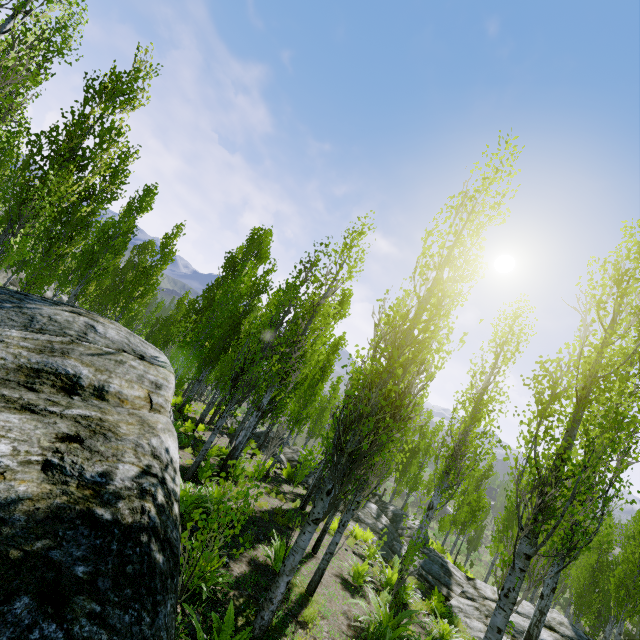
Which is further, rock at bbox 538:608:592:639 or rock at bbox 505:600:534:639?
rock at bbox 538:608:592:639

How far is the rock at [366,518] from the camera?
14.4m

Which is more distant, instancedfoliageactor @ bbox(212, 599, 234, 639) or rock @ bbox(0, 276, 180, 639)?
instancedfoliageactor @ bbox(212, 599, 234, 639)

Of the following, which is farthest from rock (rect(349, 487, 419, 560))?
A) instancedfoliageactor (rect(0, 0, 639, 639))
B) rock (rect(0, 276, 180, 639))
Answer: rock (rect(0, 276, 180, 639))

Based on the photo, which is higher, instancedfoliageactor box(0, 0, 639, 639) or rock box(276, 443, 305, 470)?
instancedfoliageactor box(0, 0, 639, 639)

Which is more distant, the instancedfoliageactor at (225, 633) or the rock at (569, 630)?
the rock at (569, 630)

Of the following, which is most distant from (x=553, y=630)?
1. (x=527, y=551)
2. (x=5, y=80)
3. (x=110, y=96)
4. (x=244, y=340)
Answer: (x=110, y=96)

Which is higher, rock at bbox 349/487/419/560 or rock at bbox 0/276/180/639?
rock at bbox 0/276/180/639
